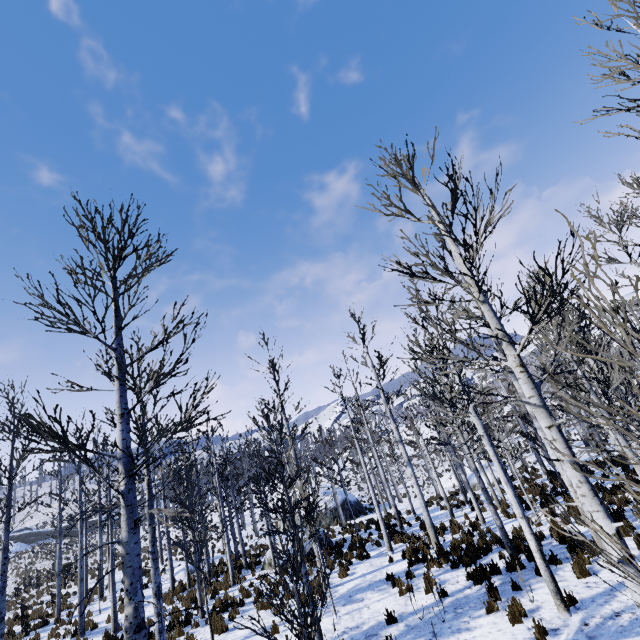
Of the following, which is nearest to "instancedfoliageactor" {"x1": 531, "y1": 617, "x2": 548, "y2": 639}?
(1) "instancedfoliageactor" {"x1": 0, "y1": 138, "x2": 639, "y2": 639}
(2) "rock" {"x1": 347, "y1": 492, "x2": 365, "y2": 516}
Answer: (1) "instancedfoliageactor" {"x1": 0, "y1": 138, "x2": 639, "y2": 639}

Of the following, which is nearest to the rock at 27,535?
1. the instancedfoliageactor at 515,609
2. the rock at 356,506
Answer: the rock at 356,506

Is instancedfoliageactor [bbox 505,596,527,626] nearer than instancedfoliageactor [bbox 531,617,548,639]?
No

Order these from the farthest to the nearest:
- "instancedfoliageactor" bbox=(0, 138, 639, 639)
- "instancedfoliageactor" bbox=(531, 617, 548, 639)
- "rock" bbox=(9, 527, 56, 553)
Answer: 1. "rock" bbox=(9, 527, 56, 553)
2. "instancedfoliageactor" bbox=(531, 617, 548, 639)
3. "instancedfoliageactor" bbox=(0, 138, 639, 639)

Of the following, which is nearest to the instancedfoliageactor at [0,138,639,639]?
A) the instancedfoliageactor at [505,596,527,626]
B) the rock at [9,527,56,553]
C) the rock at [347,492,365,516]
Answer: the instancedfoliageactor at [505,596,527,626]

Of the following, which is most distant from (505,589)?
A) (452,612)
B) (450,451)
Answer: (450,451)

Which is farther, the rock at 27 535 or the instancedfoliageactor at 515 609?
the rock at 27 535

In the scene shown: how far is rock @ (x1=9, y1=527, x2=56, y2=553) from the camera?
48.9 meters
